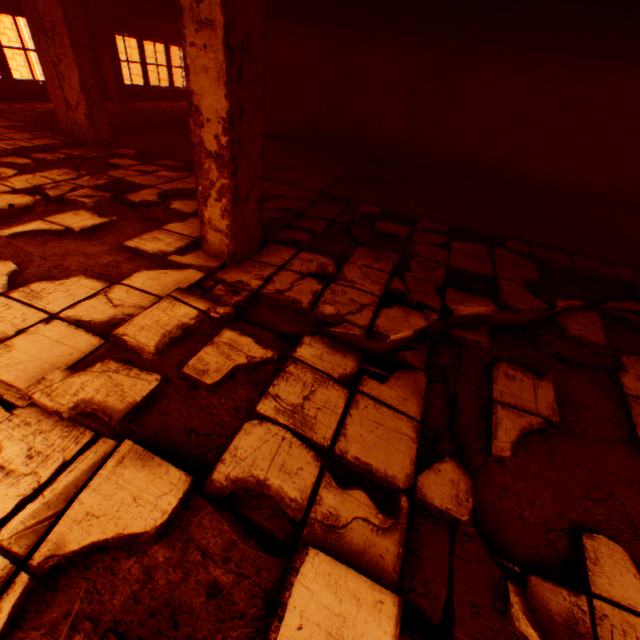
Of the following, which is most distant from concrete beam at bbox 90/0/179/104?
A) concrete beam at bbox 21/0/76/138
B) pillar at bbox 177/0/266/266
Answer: pillar at bbox 177/0/266/266

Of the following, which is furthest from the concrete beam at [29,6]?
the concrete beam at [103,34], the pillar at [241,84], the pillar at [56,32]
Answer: the pillar at [241,84]

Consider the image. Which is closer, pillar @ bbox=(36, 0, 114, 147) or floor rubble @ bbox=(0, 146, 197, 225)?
floor rubble @ bbox=(0, 146, 197, 225)

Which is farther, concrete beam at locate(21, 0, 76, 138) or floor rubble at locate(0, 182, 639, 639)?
concrete beam at locate(21, 0, 76, 138)

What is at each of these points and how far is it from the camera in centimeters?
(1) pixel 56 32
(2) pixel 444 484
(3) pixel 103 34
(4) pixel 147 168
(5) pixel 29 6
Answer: (1) pillar, 555cm
(2) floor rubble, 204cm
(3) concrete beam, 1023cm
(4) floor rubble, 570cm
(5) concrete beam, 547cm

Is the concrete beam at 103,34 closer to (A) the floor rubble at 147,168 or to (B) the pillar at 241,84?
(A) the floor rubble at 147,168

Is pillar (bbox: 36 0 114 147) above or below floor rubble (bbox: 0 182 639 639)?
above

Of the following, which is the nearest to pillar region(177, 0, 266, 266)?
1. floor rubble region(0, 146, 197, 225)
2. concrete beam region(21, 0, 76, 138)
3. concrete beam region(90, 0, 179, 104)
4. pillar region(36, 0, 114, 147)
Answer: floor rubble region(0, 146, 197, 225)
